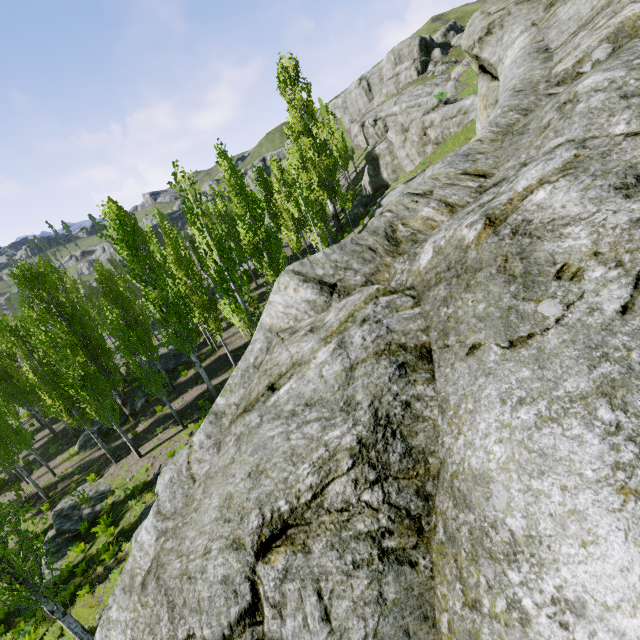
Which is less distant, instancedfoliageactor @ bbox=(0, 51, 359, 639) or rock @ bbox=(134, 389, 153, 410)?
instancedfoliageactor @ bbox=(0, 51, 359, 639)

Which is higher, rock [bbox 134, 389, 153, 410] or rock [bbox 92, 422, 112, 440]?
rock [bbox 134, 389, 153, 410]

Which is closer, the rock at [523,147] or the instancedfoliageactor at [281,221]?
the rock at [523,147]

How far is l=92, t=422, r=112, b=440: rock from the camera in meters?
23.8 m

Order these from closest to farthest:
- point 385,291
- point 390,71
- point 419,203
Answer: point 385,291 → point 419,203 → point 390,71

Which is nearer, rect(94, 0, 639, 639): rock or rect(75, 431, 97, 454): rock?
rect(94, 0, 639, 639): rock

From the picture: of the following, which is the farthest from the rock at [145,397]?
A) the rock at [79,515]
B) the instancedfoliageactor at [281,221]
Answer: the rock at [79,515]

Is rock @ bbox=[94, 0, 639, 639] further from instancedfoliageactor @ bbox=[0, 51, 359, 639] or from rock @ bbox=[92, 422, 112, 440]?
rock @ bbox=[92, 422, 112, 440]
